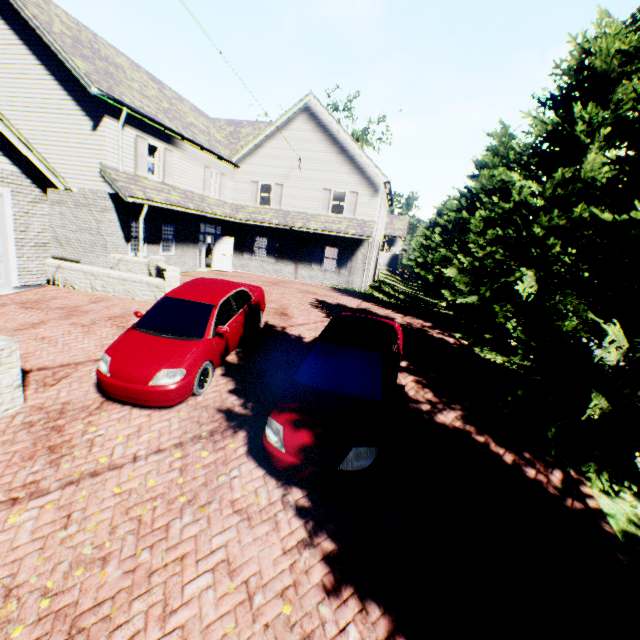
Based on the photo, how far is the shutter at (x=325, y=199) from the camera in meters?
20.5 m

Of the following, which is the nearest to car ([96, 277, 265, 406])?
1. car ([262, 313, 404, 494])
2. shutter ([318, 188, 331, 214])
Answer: car ([262, 313, 404, 494])

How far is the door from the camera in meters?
21.0 m

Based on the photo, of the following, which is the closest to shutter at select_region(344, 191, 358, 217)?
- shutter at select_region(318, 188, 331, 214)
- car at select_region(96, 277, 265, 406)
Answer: shutter at select_region(318, 188, 331, 214)

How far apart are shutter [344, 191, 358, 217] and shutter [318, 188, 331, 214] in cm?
95

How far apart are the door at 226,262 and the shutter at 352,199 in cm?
736

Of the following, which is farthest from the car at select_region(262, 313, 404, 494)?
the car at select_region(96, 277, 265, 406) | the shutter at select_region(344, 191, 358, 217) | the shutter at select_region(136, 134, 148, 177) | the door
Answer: the door

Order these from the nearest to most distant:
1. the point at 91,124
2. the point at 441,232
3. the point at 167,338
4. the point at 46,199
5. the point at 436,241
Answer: the point at 167,338, the point at 46,199, the point at 91,124, the point at 441,232, the point at 436,241
